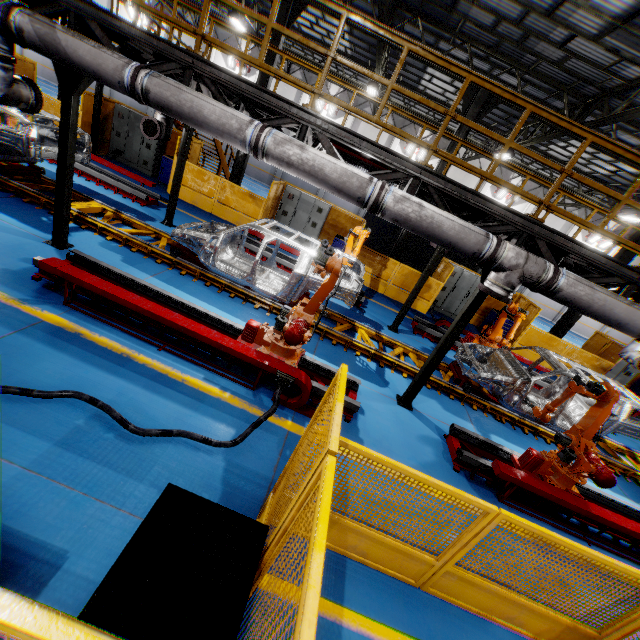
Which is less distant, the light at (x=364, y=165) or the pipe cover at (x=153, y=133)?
the light at (x=364, y=165)

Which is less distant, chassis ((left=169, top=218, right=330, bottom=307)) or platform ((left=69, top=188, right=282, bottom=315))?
chassis ((left=169, top=218, right=330, bottom=307))

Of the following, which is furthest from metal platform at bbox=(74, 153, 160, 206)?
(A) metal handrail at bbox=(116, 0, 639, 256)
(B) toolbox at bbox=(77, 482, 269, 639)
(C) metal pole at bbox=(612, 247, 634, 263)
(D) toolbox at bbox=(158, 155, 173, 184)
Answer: (C) metal pole at bbox=(612, 247, 634, 263)

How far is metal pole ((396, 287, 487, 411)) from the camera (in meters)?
5.82

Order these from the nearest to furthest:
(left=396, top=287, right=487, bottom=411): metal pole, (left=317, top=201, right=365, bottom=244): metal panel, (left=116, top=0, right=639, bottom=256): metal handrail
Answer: (left=116, top=0, right=639, bottom=256): metal handrail
(left=396, top=287, right=487, bottom=411): metal pole
(left=317, top=201, right=365, bottom=244): metal panel

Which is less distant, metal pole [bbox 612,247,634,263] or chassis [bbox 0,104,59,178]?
chassis [bbox 0,104,59,178]

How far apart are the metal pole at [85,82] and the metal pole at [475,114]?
Answer: 10.68m

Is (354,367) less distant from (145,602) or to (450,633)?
(450,633)
